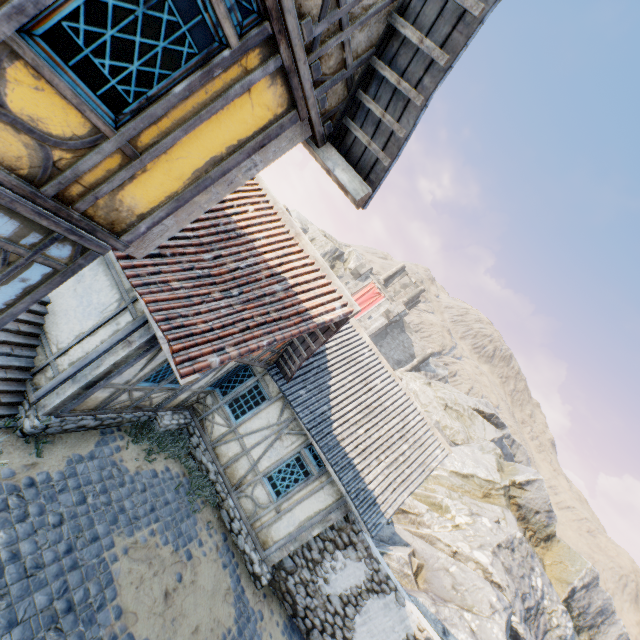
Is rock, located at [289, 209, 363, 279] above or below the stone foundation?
above

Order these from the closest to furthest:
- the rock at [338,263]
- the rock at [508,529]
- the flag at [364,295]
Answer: the rock at [508,529] → the flag at [364,295] → the rock at [338,263]

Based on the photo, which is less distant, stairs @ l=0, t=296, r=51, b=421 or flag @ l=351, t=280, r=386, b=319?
stairs @ l=0, t=296, r=51, b=421

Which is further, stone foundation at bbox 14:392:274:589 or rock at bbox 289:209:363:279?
rock at bbox 289:209:363:279

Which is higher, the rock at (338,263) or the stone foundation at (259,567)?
the rock at (338,263)

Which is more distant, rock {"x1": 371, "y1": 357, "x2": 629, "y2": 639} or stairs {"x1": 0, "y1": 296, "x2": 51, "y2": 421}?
rock {"x1": 371, "y1": 357, "x2": 629, "y2": 639}

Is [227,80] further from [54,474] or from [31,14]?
[54,474]

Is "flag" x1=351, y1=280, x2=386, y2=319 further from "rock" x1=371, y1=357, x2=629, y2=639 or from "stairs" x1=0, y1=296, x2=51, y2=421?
"stairs" x1=0, y1=296, x2=51, y2=421
